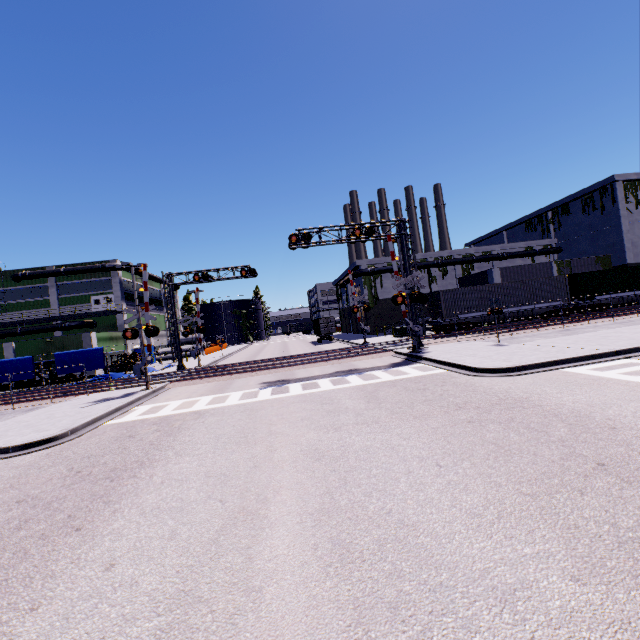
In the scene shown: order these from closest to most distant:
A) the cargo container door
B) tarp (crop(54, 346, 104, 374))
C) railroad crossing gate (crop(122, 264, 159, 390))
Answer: railroad crossing gate (crop(122, 264, 159, 390))
tarp (crop(54, 346, 104, 374))
the cargo container door

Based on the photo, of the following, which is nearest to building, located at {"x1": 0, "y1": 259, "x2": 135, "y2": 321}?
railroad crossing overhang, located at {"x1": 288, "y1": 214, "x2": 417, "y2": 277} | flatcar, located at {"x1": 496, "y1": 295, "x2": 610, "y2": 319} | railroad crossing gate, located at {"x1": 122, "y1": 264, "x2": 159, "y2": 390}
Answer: flatcar, located at {"x1": 496, "y1": 295, "x2": 610, "y2": 319}

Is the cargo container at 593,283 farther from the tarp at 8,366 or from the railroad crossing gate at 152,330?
the railroad crossing gate at 152,330

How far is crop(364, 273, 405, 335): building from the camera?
45.16m

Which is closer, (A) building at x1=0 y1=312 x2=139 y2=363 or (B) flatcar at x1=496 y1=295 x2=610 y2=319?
(B) flatcar at x1=496 y1=295 x2=610 y2=319

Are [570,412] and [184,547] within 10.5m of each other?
yes

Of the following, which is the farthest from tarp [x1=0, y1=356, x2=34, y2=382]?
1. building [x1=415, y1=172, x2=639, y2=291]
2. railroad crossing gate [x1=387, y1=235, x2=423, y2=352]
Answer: railroad crossing gate [x1=387, y1=235, x2=423, y2=352]

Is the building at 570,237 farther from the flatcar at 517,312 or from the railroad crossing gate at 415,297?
the flatcar at 517,312
